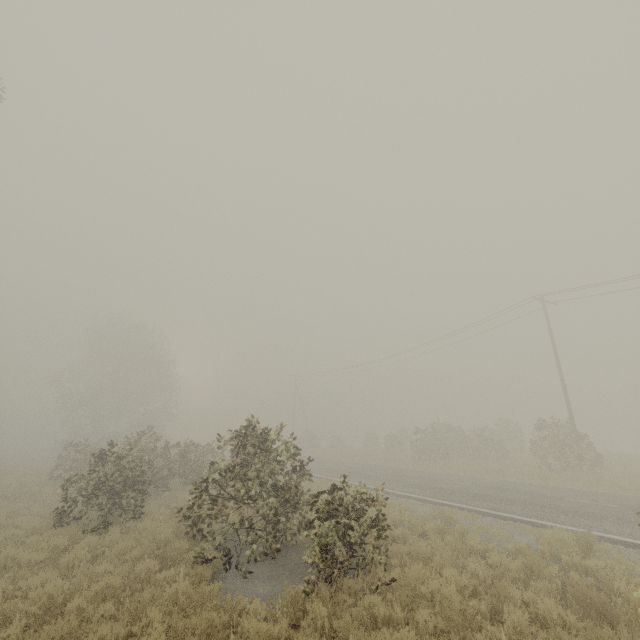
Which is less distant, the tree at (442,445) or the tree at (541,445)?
the tree at (541,445)

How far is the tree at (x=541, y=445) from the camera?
19.45m

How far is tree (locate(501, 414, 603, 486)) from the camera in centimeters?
1945cm

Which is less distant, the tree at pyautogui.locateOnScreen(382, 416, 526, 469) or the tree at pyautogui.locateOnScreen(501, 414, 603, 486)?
the tree at pyautogui.locateOnScreen(501, 414, 603, 486)

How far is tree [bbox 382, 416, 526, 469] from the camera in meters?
27.5

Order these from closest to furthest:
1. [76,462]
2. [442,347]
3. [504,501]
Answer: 1. [504,501]
2. [76,462]
3. [442,347]
